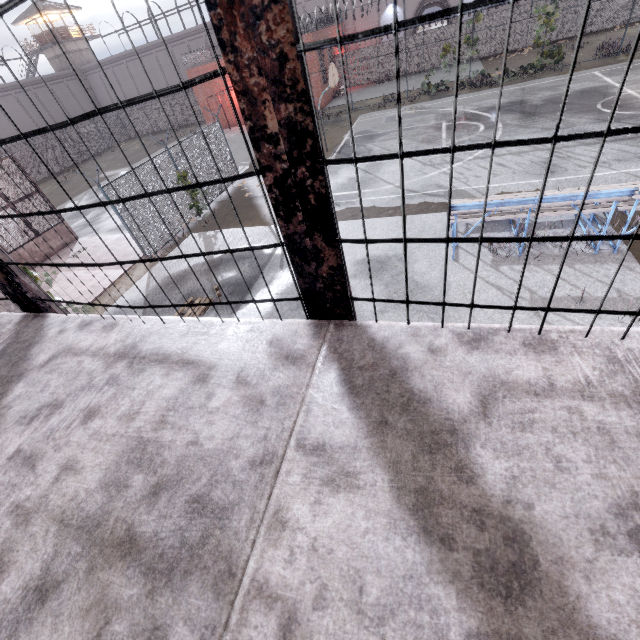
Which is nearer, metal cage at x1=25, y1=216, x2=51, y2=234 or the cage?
the cage

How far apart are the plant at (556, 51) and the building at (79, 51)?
53.12m

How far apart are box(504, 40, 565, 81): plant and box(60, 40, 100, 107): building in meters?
53.1

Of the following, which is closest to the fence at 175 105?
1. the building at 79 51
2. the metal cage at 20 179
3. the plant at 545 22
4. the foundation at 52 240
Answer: the plant at 545 22

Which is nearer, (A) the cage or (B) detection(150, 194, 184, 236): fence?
(A) the cage

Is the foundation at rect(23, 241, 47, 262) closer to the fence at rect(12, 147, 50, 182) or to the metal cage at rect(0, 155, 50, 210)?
the metal cage at rect(0, 155, 50, 210)

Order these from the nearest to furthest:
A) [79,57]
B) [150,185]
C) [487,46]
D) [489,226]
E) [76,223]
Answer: [489,226], [150,185], [76,223], [487,46], [79,57]

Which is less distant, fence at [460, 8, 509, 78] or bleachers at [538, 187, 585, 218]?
bleachers at [538, 187, 585, 218]
